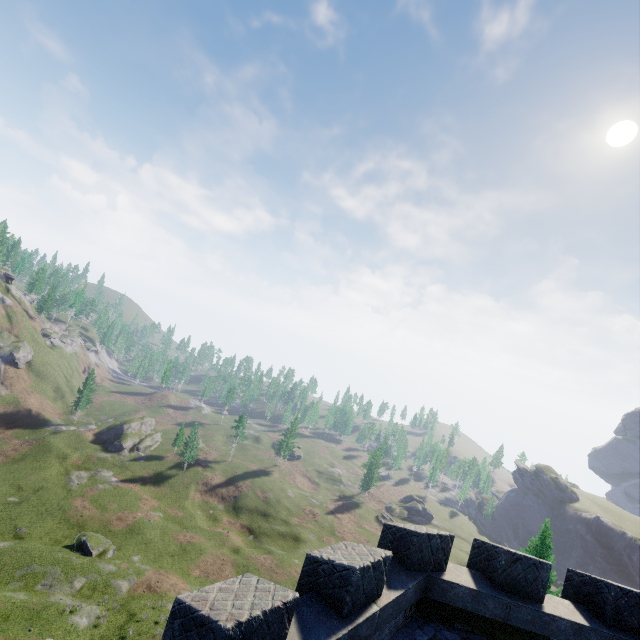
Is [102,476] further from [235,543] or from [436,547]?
[436,547]
